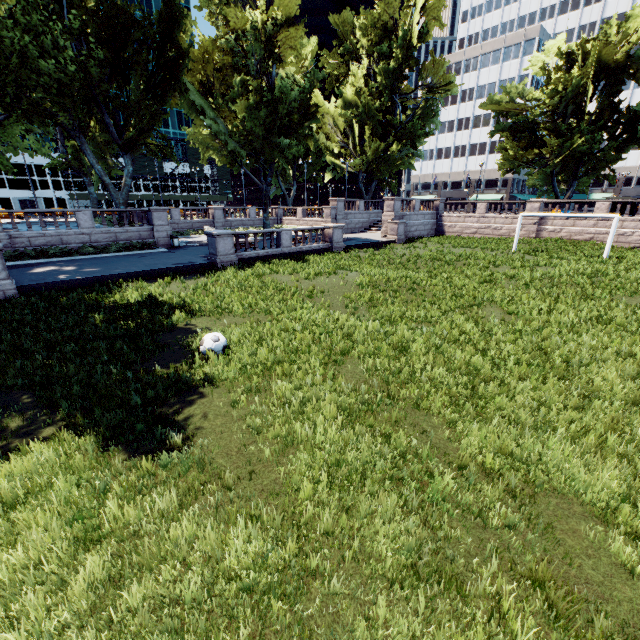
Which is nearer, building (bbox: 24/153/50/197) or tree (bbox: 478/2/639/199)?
tree (bbox: 478/2/639/199)

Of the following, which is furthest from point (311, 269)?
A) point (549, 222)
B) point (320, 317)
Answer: point (549, 222)

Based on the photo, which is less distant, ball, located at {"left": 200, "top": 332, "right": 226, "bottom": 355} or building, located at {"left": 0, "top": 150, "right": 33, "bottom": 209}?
ball, located at {"left": 200, "top": 332, "right": 226, "bottom": 355}

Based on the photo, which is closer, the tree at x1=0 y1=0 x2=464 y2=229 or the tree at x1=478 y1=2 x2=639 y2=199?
the tree at x1=0 y1=0 x2=464 y2=229

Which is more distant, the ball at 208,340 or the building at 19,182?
the building at 19,182

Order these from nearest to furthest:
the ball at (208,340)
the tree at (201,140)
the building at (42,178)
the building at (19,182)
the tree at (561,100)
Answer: the ball at (208,340), the tree at (201,140), the tree at (561,100), the building at (19,182), the building at (42,178)

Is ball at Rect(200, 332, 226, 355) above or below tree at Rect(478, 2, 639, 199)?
below

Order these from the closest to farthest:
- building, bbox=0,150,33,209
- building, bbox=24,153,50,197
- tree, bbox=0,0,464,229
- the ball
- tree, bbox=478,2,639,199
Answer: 1. the ball
2. tree, bbox=0,0,464,229
3. tree, bbox=478,2,639,199
4. building, bbox=0,150,33,209
5. building, bbox=24,153,50,197
